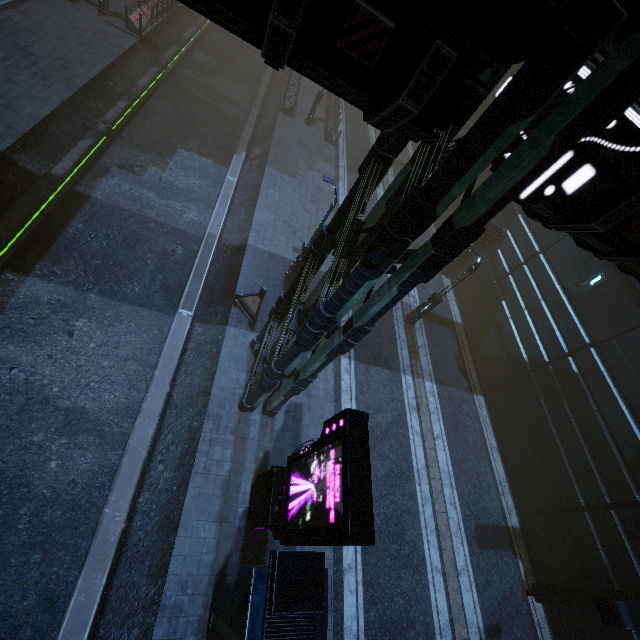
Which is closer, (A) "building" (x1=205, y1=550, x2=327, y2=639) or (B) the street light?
(A) "building" (x1=205, y1=550, x2=327, y2=639)

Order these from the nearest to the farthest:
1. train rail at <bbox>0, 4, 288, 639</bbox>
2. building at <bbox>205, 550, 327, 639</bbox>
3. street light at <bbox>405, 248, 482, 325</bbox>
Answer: building at <bbox>205, 550, 327, 639</bbox> < train rail at <bbox>0, 4, 288, 639</bbox> < street light at <bbox>405, 248, 482, 325</bbox>

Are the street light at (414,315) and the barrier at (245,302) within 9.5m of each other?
yes

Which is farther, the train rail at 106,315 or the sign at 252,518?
the train rail at 106,315

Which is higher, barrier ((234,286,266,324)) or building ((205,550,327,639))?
building ((205,550,327,639))

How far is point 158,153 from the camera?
18.3m

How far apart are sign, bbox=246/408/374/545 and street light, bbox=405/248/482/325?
10.80m

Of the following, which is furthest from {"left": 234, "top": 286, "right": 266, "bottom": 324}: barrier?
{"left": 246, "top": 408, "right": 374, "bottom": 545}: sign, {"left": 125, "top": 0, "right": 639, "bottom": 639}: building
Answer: {"left": 246, "top": 408, "right": 374, "bottom": 545}: sign
